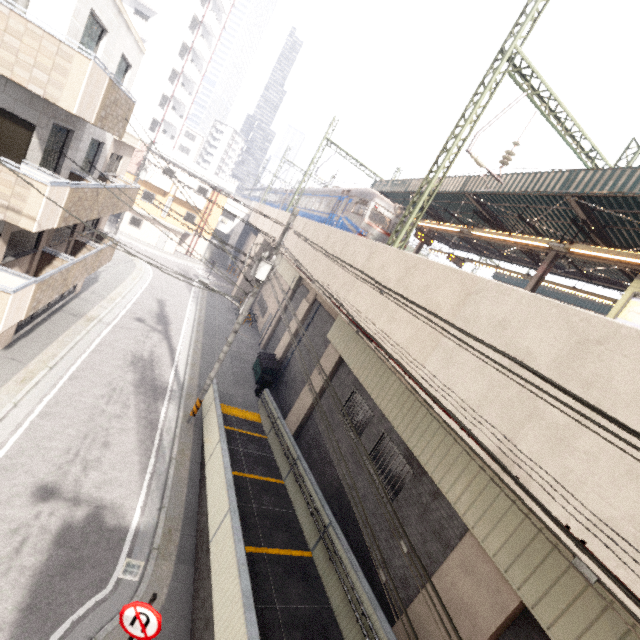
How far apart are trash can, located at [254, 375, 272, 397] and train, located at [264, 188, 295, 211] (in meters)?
24.00

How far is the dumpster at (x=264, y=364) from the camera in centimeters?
1888cm

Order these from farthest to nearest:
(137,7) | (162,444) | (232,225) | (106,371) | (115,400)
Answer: (232,225) < (137,7) < (106,371) < (115,400) < (162,444)

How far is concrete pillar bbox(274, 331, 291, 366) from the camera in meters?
20.4 m

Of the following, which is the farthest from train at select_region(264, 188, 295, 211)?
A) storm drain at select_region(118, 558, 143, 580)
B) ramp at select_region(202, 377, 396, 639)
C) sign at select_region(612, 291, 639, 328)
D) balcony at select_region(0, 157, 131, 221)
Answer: storm drain at select_region(118, 558, 143, 580)

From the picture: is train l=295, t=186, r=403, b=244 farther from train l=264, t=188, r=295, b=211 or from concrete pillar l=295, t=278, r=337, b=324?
concrete pillar l=295, t=278, r=337, b=324

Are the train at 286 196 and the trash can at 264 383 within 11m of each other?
no

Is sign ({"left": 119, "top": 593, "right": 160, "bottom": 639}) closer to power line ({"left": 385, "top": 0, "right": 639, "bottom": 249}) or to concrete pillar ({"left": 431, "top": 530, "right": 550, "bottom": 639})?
concrete pillar ({"left": 431, "top": 530, "right": 550, "bottom": 639})
